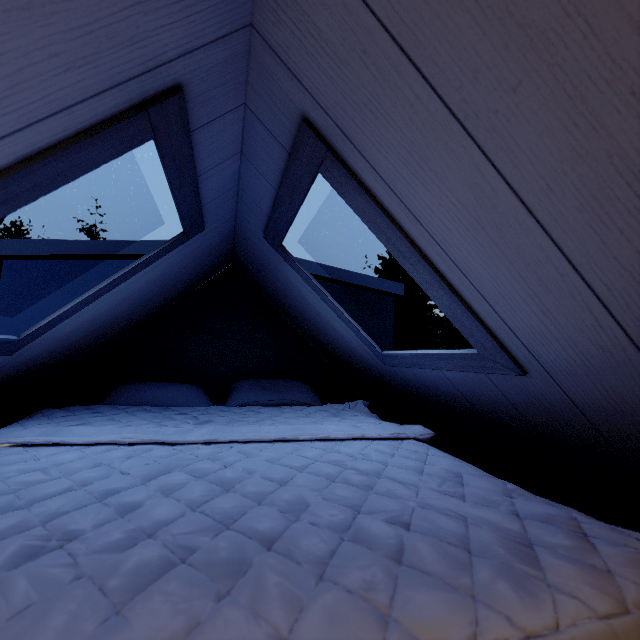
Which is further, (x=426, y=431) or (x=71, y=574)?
(x=426, y=431)
